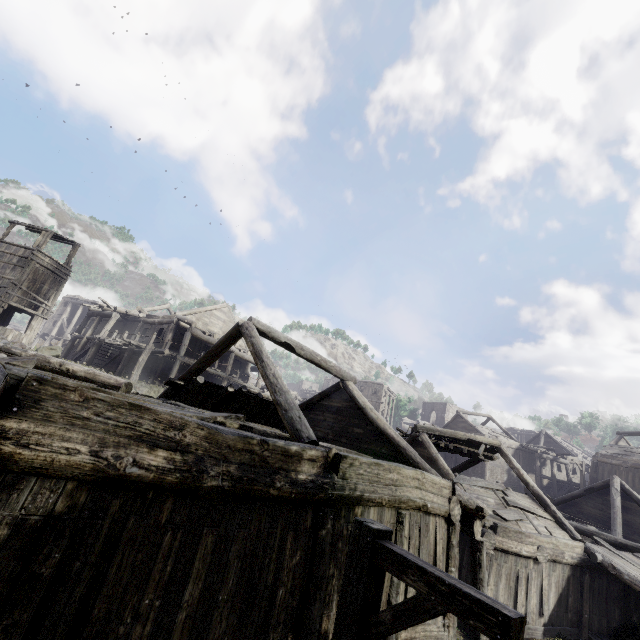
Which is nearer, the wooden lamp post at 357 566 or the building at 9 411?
the wooden lamp post at 357 566

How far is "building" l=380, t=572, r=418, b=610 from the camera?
6.2m

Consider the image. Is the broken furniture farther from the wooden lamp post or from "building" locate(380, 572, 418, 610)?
the wooden lamp post

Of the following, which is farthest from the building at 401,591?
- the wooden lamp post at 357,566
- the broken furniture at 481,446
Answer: the wooden lamp post at 357,566

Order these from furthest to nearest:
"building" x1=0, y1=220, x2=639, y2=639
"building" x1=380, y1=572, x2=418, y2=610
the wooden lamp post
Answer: "building" x1=380, y1=572, x2=418, y2=610 → "building" x1=0, y1=220, x2=639, y2=639 → the wooden lamp post

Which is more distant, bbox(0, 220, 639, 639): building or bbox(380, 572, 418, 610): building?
bbox(380, 572, 418, 610): building

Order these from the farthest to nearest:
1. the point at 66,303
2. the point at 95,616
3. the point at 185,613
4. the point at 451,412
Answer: the point at 451,412
the point at 66,303
the point at 185,613
the point at 95,616

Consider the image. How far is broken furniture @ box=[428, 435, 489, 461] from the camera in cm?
1641
